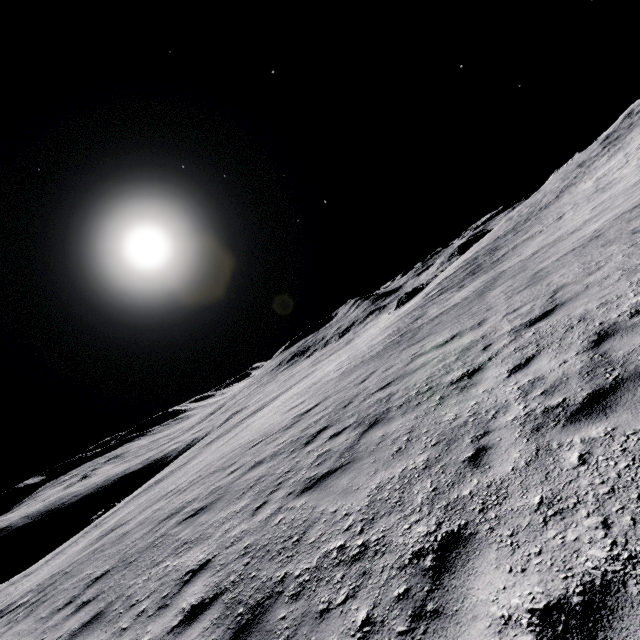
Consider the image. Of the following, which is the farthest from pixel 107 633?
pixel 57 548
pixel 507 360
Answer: pixel 57 548
